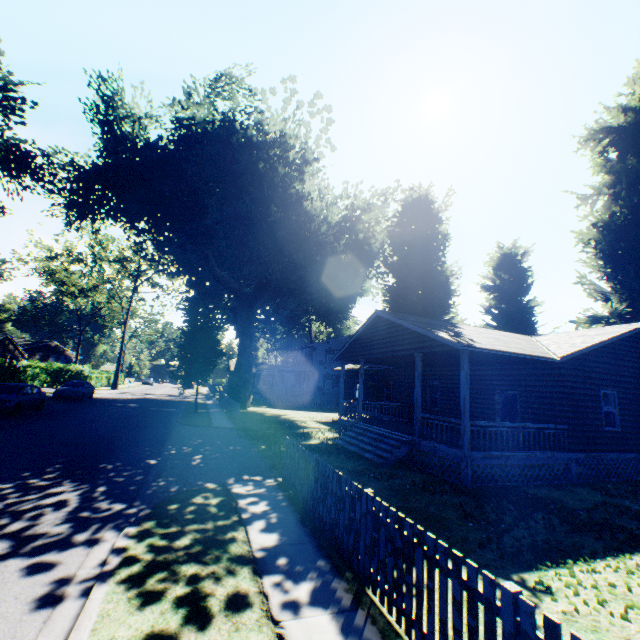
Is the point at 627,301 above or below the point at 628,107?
below

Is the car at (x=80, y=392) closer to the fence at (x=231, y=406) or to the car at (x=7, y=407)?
the car at (x=7, y=407)

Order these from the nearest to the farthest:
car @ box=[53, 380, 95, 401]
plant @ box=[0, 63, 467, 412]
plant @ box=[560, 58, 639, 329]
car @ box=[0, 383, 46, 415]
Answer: car @ box=[0, 383, 46, 415]
plant @ box=[560, 58, 639, 329]
plant @ box=[0, 63, 467, 412]
car @ box=[53, 380, 95, 401]

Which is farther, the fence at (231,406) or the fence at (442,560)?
the fence at (231,406)

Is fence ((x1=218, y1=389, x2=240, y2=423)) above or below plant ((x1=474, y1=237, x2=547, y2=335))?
below

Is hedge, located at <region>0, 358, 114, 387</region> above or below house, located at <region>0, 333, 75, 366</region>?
below

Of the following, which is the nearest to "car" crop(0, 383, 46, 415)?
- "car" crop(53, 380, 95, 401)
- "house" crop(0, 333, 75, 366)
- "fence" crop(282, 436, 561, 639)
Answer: "car" crop(53, 380, 95, 401)

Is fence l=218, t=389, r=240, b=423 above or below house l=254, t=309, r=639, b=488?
below
